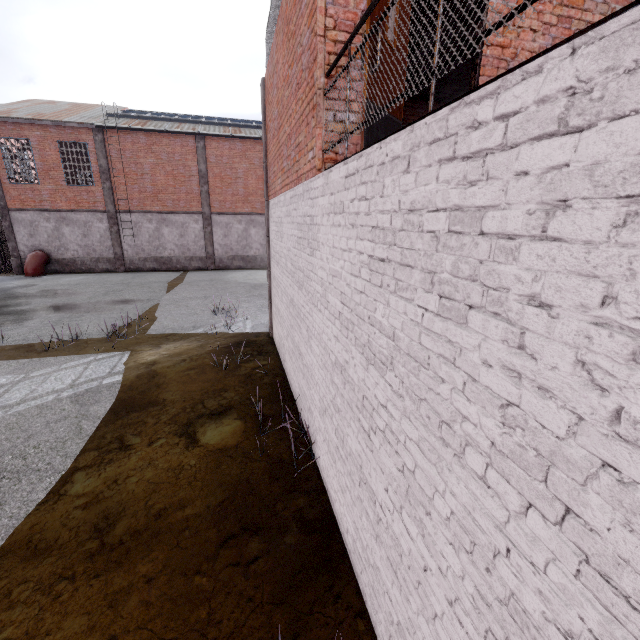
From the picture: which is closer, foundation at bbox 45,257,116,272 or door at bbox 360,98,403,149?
door at bbox 360,98,403,149

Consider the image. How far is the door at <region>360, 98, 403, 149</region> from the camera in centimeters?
338cm

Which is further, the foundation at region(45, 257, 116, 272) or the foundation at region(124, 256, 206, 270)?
the foundation at region(124, 256, 206, 270)

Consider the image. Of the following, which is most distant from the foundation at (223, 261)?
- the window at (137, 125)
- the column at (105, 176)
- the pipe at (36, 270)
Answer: the pipe at (36, 270)

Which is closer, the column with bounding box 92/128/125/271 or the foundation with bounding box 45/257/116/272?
the column with bounding box 92/128/125/271

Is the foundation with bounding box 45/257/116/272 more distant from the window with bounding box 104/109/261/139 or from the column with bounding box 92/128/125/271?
the window with bounding box 104/109/261/139

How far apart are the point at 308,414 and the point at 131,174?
22.8 meters

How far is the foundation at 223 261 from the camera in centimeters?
2392cm
